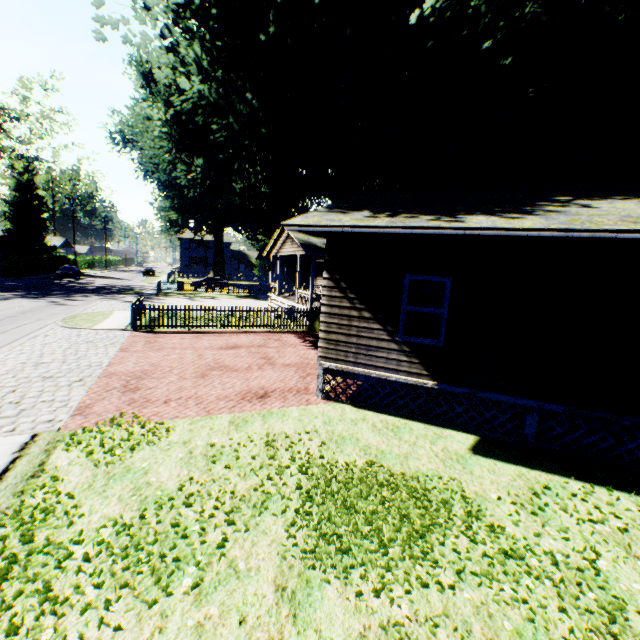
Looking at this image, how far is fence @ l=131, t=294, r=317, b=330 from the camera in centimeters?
1546cm

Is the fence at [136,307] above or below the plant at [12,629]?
above

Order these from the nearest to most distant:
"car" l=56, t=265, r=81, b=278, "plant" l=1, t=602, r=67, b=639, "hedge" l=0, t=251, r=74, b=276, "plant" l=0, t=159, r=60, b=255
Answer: "plant" l=1, t=602, r=67, b=639 → "hedge" l=0, t=251, r=74, b=276 → "car" l=56, t=265, r=81, b=278 → "plant" l=0, t=159, r=60, b=255

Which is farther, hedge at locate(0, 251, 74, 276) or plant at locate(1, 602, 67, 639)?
hedge at locate(0, 251, 74, 276)

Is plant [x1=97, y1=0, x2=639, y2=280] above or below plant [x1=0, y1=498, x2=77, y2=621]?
above

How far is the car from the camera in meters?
41.6 m

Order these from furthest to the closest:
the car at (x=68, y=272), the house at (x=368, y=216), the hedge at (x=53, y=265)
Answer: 1. the car at (x=68, y=272)
2. the hedge at (x=53, y=265)
3. the house at (x=368, y=216)

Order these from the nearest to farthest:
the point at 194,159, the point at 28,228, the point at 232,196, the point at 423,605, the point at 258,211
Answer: the point at 423,605 → the point at 194,159 → the point at 258,211 → the point at 232,196 → the point at 28,228
